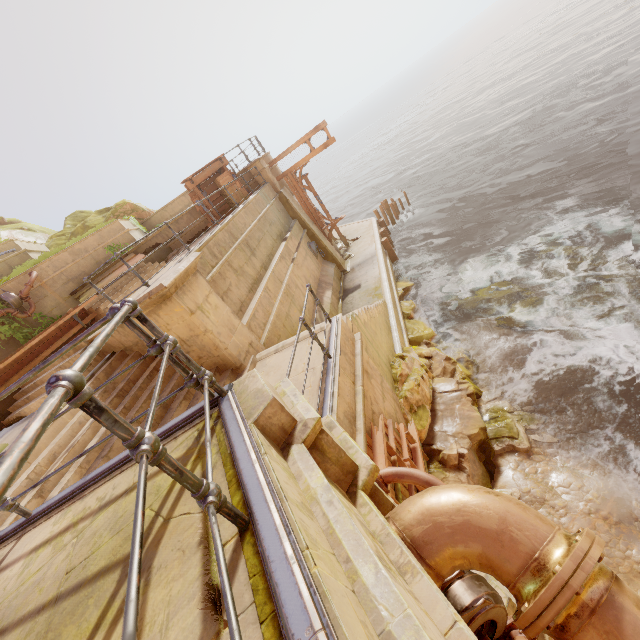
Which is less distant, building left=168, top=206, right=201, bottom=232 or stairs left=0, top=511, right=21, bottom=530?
stairs left=0, top=511, right=21, bottom=530

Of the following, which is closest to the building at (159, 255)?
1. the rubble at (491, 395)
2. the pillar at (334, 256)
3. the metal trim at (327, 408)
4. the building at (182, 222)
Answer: the metal trim at (327, 408)

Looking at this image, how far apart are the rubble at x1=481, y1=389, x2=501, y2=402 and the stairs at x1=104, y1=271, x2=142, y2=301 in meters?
11.1

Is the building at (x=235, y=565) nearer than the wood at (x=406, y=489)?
Yes

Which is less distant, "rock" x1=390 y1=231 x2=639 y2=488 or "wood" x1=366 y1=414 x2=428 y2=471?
"wood" x1=366 y1=414 x2=428 y2=471

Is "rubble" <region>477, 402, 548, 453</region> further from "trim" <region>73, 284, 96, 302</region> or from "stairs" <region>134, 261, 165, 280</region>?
"trim" <region>73, 284, 96, 302</region>

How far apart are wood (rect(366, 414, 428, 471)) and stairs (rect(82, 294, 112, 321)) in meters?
8.9

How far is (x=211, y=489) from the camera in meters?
1.3
